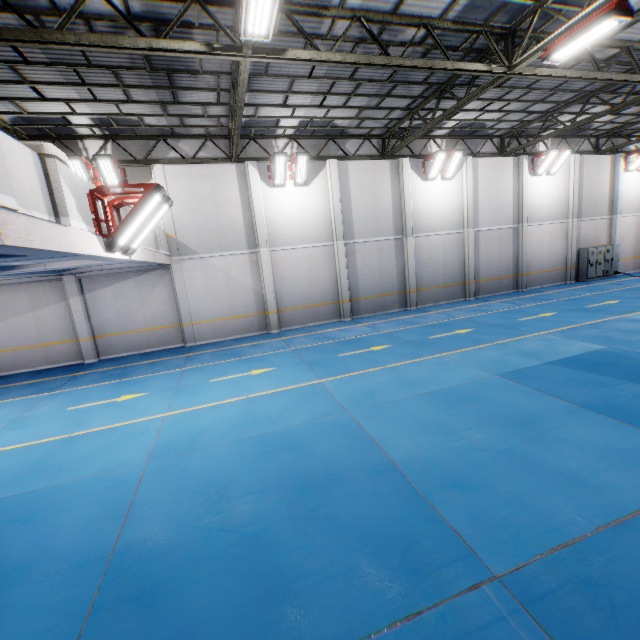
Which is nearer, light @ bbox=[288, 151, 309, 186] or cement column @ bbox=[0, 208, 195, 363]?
cement column @ bbox=[0, 208, 195, 363]

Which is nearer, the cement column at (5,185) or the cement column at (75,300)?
the cement column at (5,185)

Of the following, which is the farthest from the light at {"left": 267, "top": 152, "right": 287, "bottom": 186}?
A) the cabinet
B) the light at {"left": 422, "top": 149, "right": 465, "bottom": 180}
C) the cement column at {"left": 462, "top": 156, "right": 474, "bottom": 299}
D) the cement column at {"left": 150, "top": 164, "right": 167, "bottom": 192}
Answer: the cabinet

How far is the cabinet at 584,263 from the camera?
20.9 meters

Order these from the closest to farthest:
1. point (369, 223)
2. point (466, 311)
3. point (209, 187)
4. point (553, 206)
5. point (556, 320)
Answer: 1. point (556, 320)
2. point (209, 187)
3. point (466, 311)
4. point (369, 223)
5. point (553, 206)

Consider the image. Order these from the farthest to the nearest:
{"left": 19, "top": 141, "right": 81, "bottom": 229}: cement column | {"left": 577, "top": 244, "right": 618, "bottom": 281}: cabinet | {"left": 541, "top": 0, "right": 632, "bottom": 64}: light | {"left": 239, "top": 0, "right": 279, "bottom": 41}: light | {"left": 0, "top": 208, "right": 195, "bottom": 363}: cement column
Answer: {"left": 577, "top": 244, "right": 618, "bottom": 281}: cabinet, {"left": 0, "top": 208, "right": 195, "bottom": 363}: cement column, {"left": 541, "top": 0, "right": 632, "bottom": 64}: light, {"left": 239, "top": 0, "right": 279, "bottom": 41}: light, {"left": 19, "top": 141, "right": 81, "bottom": 229}: cement column

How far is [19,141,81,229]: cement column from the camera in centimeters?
456cm

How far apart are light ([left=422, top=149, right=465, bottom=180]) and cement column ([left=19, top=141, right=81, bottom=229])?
15.9m
